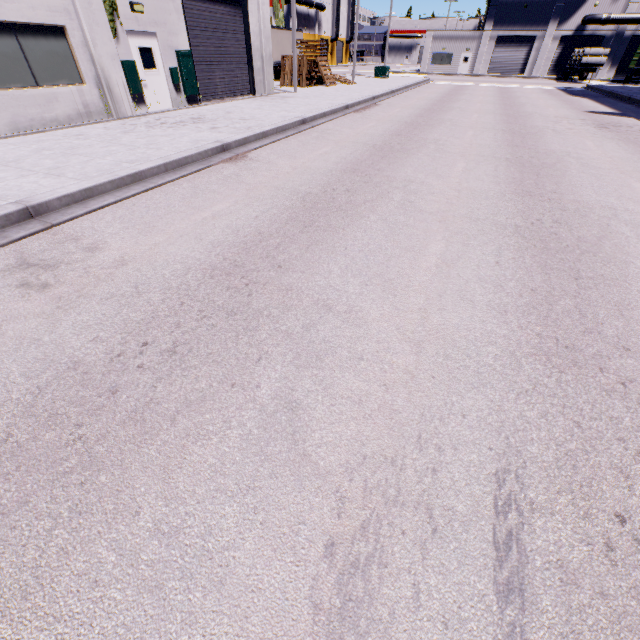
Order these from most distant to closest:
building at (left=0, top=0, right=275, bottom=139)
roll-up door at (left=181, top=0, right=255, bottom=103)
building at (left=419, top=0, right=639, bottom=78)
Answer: building at (left=419, top=0, right=639, bottom=78) < roll-up door at (left=181, top=0, right=255, bottom=103) < building at (left=0, top=0, right=275, bottom=139)

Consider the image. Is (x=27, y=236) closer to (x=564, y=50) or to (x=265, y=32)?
(x=265, y=32)

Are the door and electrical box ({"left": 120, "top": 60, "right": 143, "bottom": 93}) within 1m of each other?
yes

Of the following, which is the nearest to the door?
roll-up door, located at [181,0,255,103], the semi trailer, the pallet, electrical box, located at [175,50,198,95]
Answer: electrical box, located at [175,50,198,95]

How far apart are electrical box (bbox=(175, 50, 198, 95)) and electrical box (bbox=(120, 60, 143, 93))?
2.38m

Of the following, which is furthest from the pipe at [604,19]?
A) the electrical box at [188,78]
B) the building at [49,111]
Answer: the electrical box at [188,78]

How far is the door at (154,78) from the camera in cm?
1202

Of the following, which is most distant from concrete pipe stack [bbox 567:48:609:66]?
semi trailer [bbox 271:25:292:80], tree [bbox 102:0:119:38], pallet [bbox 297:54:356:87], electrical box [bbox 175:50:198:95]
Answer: tree [bbox 102:0:119:38]
